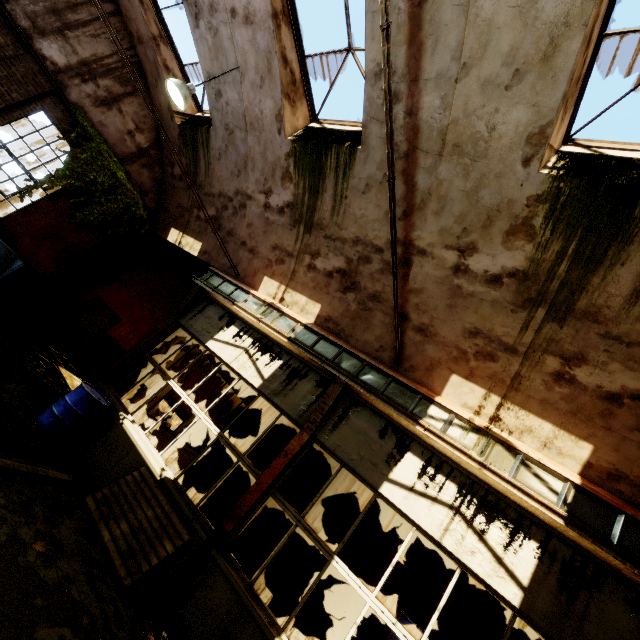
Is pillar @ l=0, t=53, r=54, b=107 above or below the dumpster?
above

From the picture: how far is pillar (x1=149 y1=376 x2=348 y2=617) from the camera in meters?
4.5 m

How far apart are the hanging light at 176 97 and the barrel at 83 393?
5.8m

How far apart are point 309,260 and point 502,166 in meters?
4.1 m

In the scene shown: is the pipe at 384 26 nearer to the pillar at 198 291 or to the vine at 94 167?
the pillar at 198 291

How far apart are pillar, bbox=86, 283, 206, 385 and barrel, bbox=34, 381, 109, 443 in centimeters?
74cm

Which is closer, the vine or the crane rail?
the crane rail

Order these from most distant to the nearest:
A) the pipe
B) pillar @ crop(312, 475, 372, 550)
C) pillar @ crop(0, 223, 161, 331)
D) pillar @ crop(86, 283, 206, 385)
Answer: pillar @ crop(0, 223, 161, 331), pillar @ crop(312, 475, 372, 550), pillar @ crop(86, 283, 206, 385), the pipe
